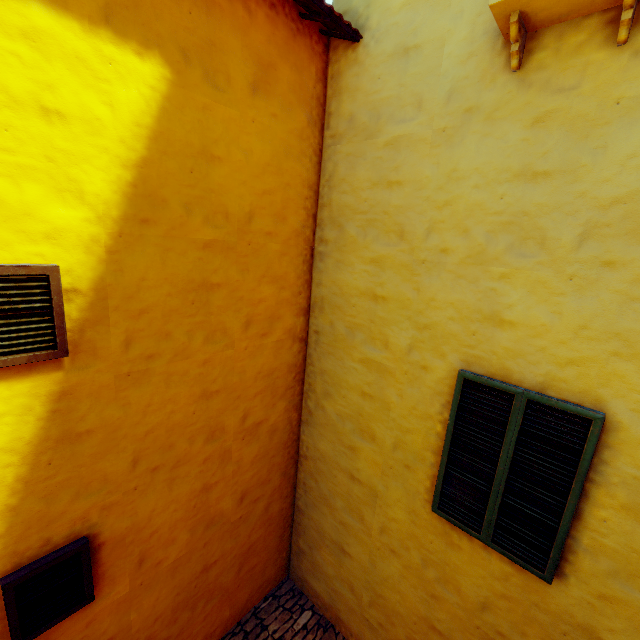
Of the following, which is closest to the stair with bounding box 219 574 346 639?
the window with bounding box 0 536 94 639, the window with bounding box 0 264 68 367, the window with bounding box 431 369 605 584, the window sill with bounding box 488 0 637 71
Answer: the window with bounding box 0 536 94 639

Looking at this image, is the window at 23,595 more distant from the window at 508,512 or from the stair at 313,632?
the window at 508,512

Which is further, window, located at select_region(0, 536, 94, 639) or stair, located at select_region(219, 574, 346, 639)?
stair, located at select_region(219, 574, 346, 639)

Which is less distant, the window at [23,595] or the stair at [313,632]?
the window at [23,595]

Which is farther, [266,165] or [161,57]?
[266,165]

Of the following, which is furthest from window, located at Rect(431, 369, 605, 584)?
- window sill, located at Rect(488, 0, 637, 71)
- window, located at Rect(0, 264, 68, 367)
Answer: window, located at Rect(0, 264, 68, 367)

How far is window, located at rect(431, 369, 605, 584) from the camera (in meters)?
2.65

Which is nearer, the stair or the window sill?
the window sill
